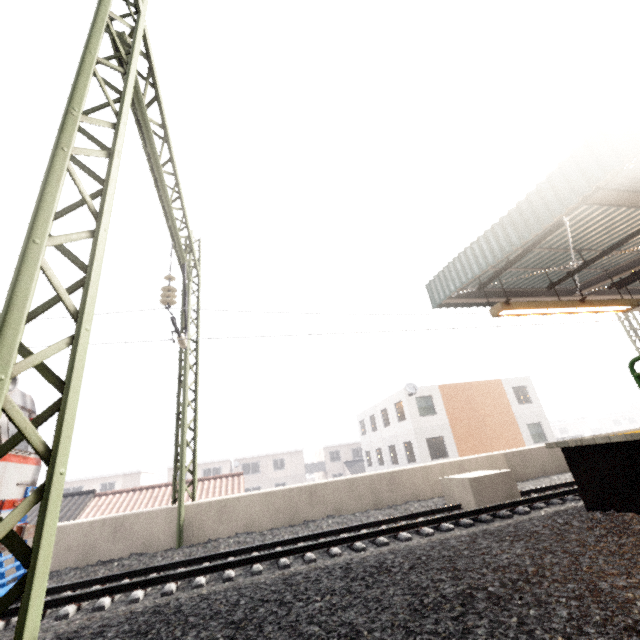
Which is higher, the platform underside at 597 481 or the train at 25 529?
the train at 25 529

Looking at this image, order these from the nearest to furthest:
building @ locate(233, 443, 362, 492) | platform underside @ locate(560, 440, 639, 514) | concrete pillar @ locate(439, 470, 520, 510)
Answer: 1. platform underside @ locate(560, 440, 639, 514)
2. concrete pillar @ locate(439, 470, 520, 510)
3. building @ locate(233, 443, 362, 492)

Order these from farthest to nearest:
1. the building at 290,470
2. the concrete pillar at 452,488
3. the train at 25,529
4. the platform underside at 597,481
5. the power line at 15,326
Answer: the building at 290,470 → the concrete pillar at 452,488 → the train at 25,529 → the platform underside at 597,481 → the power line at 15,326

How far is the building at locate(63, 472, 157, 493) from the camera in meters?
37.4

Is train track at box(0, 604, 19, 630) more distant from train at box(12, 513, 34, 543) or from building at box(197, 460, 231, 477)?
building at box(197, 460, 231, 477)

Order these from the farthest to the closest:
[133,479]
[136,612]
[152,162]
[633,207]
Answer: [133,479] < [152,162] < [633,207] < [136,612]

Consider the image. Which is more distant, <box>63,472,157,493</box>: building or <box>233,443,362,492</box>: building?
<box>233,443,362,492</box>: building
